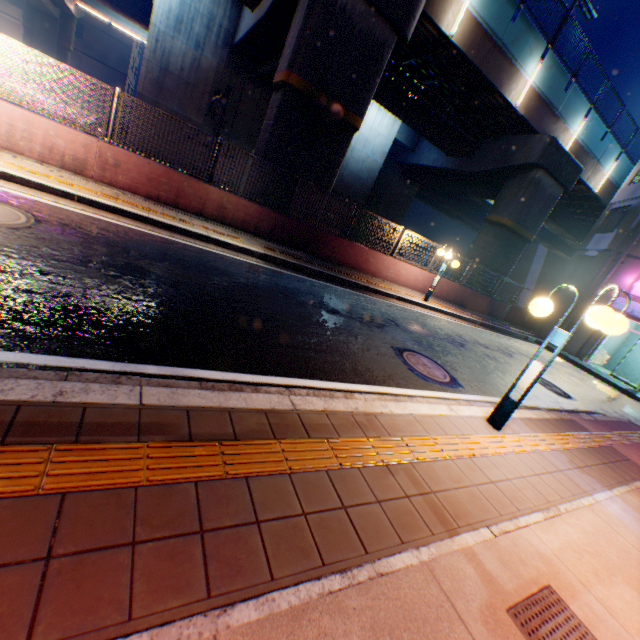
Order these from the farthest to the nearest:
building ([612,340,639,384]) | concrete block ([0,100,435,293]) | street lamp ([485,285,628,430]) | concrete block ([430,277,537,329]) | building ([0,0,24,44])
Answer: building ([0,0,24,44]) → building ([612,340,639,384]) → concrete block ([430,277,537,329]) → concrete block ([0,100,435,293]) → street lamp ([485,285,628,430])

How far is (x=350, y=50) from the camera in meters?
10.6

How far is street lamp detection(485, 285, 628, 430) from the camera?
3.73m

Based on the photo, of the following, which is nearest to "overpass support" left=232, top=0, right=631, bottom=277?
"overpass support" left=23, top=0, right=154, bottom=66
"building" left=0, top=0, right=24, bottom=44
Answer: "overpass support" left=23, top=0, right=154, bottom=66

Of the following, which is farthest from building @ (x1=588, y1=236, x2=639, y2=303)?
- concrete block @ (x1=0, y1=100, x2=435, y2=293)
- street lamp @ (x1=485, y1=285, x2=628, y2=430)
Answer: street lamp @ (x1=485, y1=285, x2=628, y2=430)

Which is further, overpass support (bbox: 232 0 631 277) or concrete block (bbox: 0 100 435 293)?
overpass support (bbox: 232 0 631 277)

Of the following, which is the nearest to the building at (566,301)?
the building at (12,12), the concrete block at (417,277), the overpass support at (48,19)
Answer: the concrete block at (417,277)

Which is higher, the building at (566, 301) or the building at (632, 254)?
the building at (632, 254)
